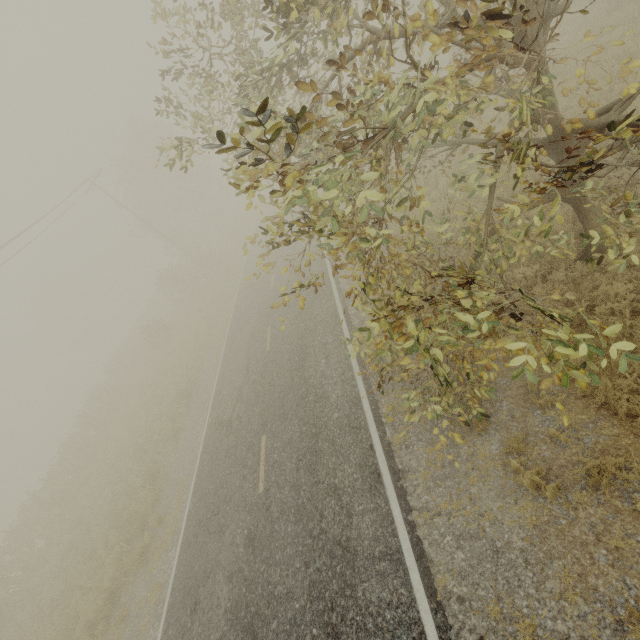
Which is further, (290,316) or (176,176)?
(176,176)

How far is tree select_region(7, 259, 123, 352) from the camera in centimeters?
5312cm

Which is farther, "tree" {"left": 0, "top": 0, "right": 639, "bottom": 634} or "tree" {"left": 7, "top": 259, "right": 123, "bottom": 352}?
"tree" {"left": 7, "top": 259, "right": 123, "bottom": 352}

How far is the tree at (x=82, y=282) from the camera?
53.1m

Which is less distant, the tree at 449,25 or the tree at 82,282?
the tree at 449,25
